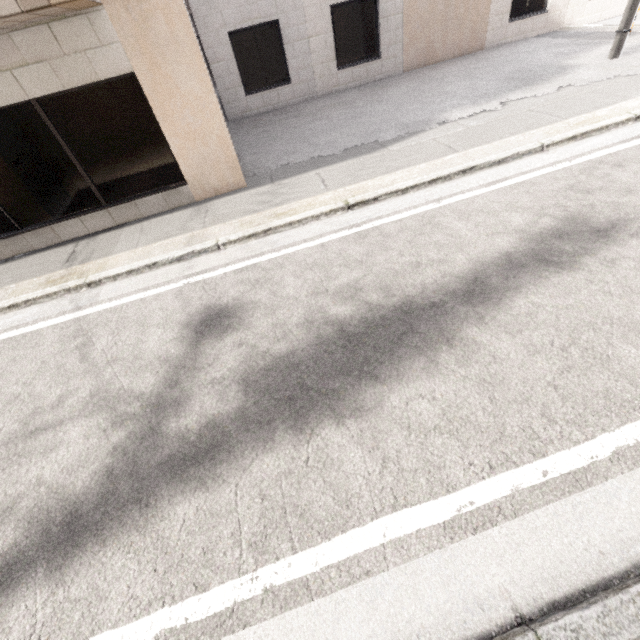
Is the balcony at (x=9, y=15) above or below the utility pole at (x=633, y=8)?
above

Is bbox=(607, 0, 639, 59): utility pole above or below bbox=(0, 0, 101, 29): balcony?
below

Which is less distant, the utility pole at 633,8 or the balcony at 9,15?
the balcony at 9,15

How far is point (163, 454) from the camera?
2.6 meters

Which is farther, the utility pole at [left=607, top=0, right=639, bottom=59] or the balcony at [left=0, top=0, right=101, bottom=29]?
the utility pole at [left=607, top=0, right=639, bottom=59]
